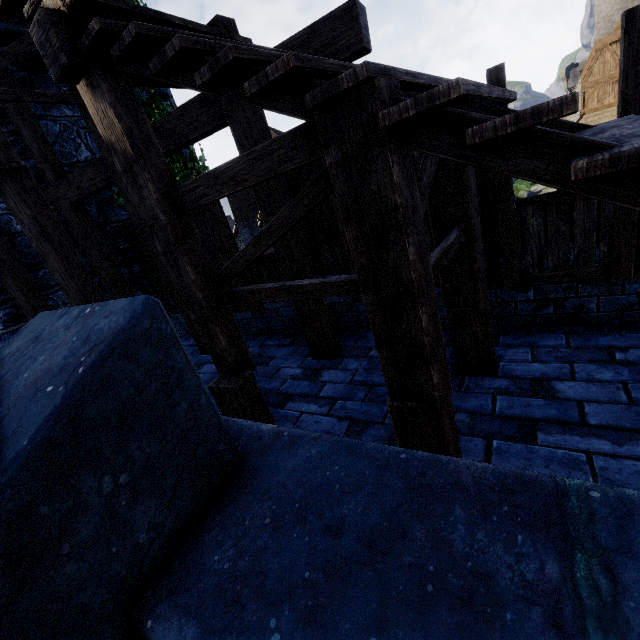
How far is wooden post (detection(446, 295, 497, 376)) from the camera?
3.1m

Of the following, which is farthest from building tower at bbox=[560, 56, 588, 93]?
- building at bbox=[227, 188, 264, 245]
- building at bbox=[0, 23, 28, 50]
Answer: building at bbox=[0, 23, 28, 50]

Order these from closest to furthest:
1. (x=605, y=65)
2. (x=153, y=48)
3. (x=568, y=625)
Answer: (x=568, y=625)
(x=153, y=48)
(x=605, y=65)

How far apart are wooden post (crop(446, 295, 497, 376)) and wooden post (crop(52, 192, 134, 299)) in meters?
6.3

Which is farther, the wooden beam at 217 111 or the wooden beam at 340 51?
the wooden beam at 217 111

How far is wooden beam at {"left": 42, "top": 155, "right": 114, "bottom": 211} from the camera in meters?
5.2

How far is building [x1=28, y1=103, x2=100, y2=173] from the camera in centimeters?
609cm

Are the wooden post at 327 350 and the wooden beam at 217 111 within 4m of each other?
yes
